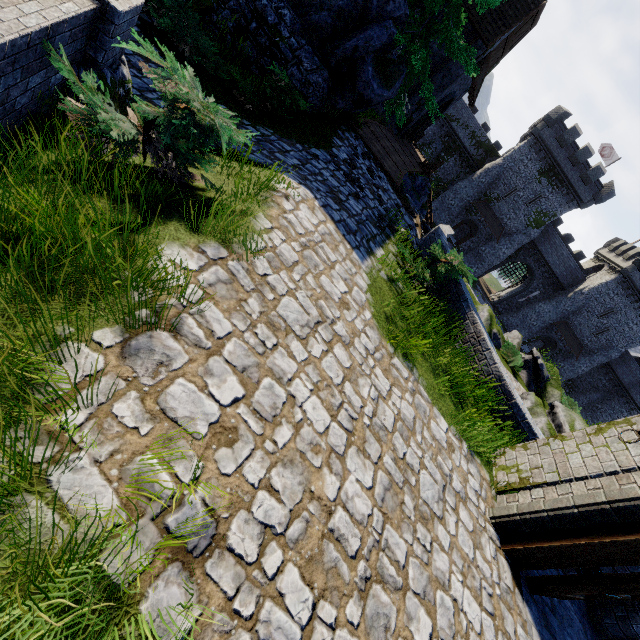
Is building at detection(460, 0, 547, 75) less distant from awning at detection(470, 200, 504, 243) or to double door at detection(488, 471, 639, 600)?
double door at detection(488, 471, 639, 600)

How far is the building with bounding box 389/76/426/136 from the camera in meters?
18.7 m

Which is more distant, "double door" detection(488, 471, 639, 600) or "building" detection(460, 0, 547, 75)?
"building" detection(460, 0, 547, 75)

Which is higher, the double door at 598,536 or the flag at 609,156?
the flag at 609,156

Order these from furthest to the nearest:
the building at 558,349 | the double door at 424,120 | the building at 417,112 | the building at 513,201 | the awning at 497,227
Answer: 1. the building at 558,349
2. the awning at 497,227
3. the building at 513,201
4. the double door at 424,120
5. the building at 417,112

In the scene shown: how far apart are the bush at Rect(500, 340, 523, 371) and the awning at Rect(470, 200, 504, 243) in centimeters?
2607cm

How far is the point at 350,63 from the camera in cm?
930

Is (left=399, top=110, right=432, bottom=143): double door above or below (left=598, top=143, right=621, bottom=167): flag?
below
